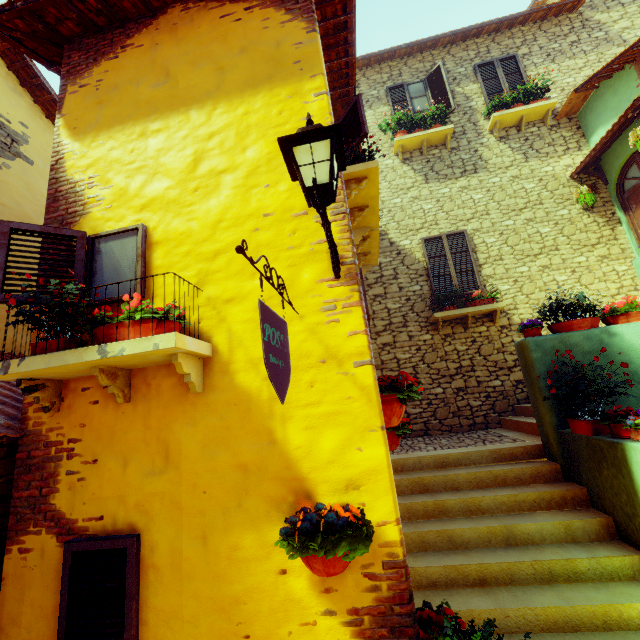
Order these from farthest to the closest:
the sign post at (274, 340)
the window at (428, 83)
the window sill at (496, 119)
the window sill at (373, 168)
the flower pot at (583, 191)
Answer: the window at (428, 83) → the window sill at (496, 119) → the flower pot at (583, 191) → the window sill at (373, 168) → the sign post at (274, 340)

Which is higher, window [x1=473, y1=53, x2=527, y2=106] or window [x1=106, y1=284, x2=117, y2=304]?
window [x1=473, y1=53, x2=527, y2=106]

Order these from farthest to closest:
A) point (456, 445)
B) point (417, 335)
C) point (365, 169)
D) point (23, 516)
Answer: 1. point (417, 335)
2. point (456, 445)
3. point (365, 169)
4. point (23, 516)

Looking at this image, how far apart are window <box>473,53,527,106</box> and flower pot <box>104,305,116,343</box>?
10.1m

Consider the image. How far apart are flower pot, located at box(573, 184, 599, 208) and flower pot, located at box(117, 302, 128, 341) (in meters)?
9.26

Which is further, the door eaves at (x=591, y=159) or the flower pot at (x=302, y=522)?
the door eaves at (x=591, y=159)

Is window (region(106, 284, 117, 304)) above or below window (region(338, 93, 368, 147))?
below

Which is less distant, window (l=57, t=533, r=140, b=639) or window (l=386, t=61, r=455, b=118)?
window (l=57, t=533, r=140, b=639)
